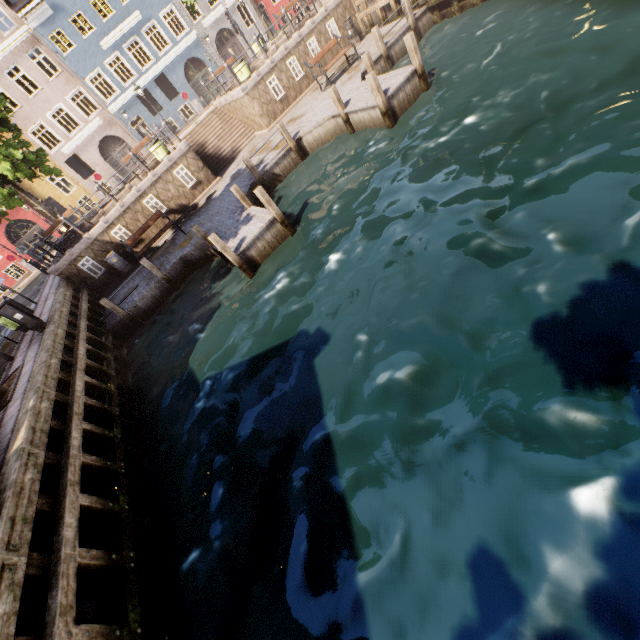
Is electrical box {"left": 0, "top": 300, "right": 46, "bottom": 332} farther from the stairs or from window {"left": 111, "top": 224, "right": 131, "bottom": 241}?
the stairs

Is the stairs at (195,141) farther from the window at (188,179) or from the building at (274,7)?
the building at (274,7)

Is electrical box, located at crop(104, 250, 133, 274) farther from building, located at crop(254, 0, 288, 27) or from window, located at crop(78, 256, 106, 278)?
building, located at crop(254, 0, 288, 27)

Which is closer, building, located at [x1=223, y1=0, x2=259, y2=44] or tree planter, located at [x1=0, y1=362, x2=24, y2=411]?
tree planter, located at [x1=0, y1=362, x2=24, y2=411]

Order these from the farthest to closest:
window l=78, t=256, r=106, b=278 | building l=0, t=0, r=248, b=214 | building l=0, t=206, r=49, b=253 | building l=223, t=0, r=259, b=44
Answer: building l=223, t=0, r=259, b=44
building l=0, t=206, r=49, b=253
building l=0, t=0, r=248, b=214
window l=78, t=256, r=106, b=278

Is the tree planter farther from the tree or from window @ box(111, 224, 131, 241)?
window @ box(111, 224, 131, 241)

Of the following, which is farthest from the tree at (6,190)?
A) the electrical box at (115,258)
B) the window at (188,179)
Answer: the window at (188,179)

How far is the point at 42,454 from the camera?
5.49m
